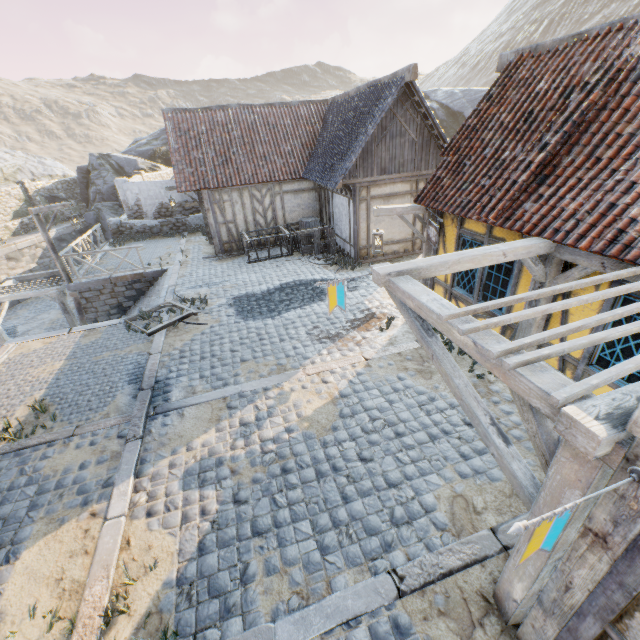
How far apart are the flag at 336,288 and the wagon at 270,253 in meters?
9.4 m

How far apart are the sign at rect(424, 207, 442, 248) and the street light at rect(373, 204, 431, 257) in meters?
0.3 m

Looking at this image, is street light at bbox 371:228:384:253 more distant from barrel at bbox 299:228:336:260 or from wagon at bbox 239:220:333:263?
wagon at bbox 239:220:333:263

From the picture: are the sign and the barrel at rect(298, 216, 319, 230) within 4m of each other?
no

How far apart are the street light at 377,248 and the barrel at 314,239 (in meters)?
4.75

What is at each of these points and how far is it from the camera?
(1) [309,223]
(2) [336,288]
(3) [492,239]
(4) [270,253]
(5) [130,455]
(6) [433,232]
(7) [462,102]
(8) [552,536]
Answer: (1) barrel, 14.5 meters
(2) flag, 4.6 meters
(3) building, 6.3 meters
(4) wagon, 14.4 meters
(5) stone blocks, 5.5 meters
(6) sign, 7.3 meters
(7) rock, 25.3 meters
(8) flag, 1.8 meters

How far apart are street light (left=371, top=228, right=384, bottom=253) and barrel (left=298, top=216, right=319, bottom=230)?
6.7 meters

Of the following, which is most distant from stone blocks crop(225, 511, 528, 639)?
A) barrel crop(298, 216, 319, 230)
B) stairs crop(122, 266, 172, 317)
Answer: barrel crop(298, 216, 319, 230)
